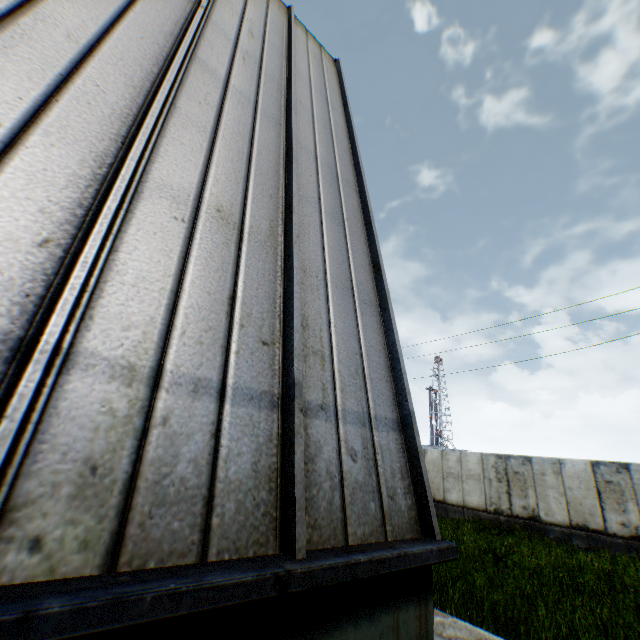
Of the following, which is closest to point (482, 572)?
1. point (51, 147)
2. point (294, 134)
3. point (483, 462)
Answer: point (294, 134)
